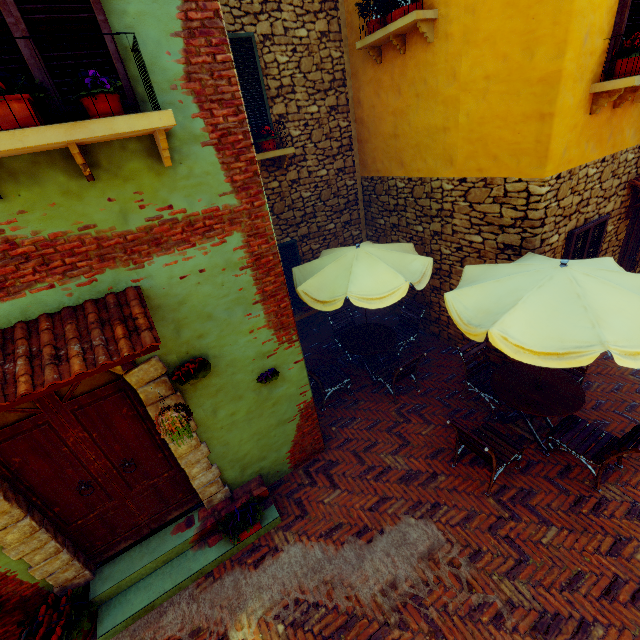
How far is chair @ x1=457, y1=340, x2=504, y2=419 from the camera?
5.5m

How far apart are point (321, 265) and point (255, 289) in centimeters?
230cm

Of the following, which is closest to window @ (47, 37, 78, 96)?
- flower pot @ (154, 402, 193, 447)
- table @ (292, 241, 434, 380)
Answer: flower pot @ (154, 402, 193, 447)

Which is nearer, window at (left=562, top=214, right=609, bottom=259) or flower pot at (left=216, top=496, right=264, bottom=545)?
flower pot at (left=216, top=496, right=264, bottom=545)

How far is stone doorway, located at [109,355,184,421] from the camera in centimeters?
340cm

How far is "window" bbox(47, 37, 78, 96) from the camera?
2.27m

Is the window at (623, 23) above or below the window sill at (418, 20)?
below

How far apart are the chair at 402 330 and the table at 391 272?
1.26m
